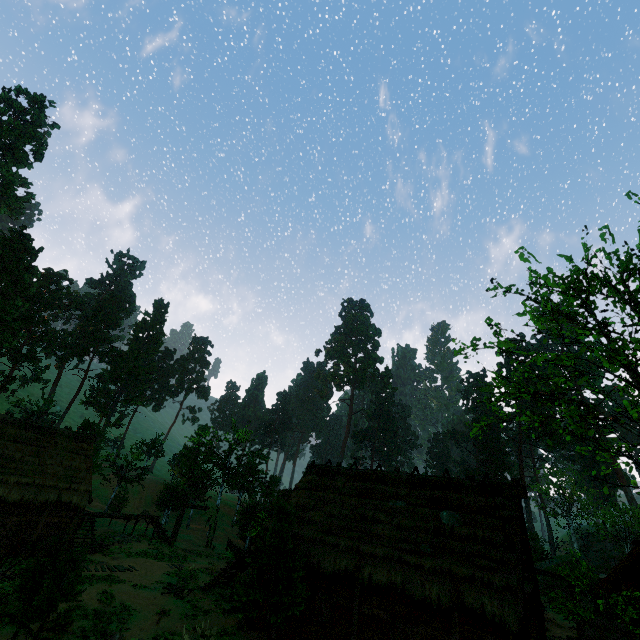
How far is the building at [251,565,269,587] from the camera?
16.22m

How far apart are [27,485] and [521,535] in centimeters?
3001cm

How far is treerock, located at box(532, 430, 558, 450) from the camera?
13.10m

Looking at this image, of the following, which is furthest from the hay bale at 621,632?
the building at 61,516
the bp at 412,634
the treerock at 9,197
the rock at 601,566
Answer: the rock at 601,566

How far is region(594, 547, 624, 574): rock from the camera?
58.3m

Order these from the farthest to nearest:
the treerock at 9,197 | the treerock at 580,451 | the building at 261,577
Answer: the treerock at 9,197 → the building at 261,577 → the treerock at 580,451

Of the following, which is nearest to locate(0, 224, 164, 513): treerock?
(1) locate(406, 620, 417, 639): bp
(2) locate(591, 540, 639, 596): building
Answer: (2) locate(591, 540, 639, 596): building

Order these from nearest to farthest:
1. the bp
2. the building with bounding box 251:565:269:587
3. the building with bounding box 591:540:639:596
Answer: the bp
the building with bounding box 251:565:269:587
the building with bounding box 591:540:639:596
